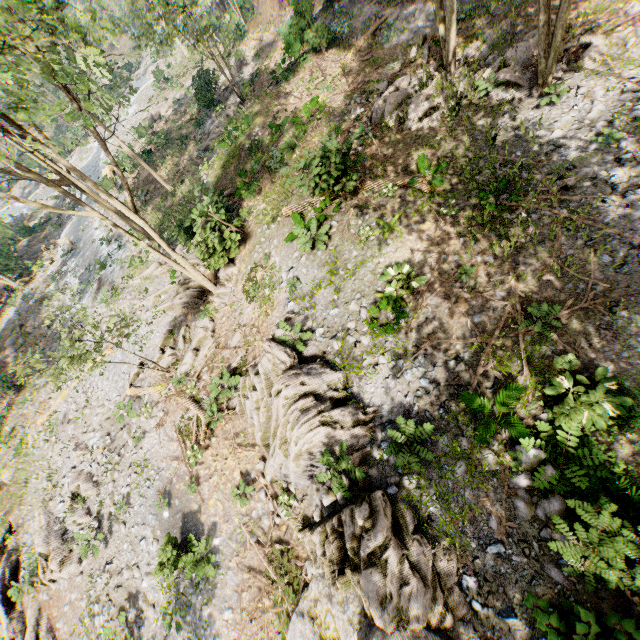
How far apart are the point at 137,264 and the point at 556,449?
24.5 meters

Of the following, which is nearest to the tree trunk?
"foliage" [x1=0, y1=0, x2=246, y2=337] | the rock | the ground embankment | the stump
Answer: the stump

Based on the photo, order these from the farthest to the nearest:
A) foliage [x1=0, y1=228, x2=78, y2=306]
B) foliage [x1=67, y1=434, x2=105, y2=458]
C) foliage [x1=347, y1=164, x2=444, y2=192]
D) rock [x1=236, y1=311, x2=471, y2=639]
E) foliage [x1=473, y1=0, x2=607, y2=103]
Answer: foliage [x1=0, y1=228, x2=78, y2=306]
foliage [x1=67, y1=434, x2=105, y2=458]
foliage [x1=347, y1=164, x2=444, y2=192]
foliage [x1=473, y1=0, x2=607, y2=103]
rock [x1=236, y1=311, x2=471, y2=639]

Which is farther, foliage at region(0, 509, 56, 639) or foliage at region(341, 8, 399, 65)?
foliage at region(341, 8, 399, 65)

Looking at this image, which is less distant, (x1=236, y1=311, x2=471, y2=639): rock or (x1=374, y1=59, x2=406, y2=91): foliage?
(x1=236, y1=311, x2=471, y2=639): rock

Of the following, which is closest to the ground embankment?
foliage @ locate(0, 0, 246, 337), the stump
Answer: foliage @ locate(0, 0, 246, 337)

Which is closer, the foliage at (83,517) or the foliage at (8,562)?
the foliage at (8,562)

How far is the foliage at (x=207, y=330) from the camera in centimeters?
1159cm
